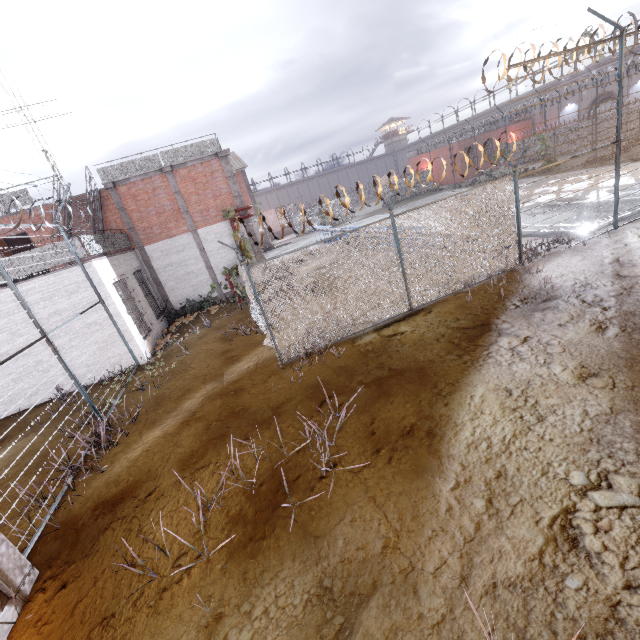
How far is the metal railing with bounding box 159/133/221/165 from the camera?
15.98m

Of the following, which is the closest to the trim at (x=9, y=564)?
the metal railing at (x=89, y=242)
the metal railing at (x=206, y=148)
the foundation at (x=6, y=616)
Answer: the foundation at (x=6, y=616)

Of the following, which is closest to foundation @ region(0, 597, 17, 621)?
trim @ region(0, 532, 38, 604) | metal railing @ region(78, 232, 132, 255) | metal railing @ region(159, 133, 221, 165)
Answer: trim @ region(0, 532, 38, 604)

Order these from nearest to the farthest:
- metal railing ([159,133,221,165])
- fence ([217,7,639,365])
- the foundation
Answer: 1. the foundation
2. fence ([217,7,639,365])
3. metal railing ([159,133,221,165])

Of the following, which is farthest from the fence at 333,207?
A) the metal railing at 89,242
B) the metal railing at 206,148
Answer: the metal railing at 206,148

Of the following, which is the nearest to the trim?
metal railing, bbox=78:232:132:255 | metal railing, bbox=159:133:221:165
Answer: metal railing, bbox=78:232:132:255

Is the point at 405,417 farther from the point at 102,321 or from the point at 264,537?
the point at 102,321

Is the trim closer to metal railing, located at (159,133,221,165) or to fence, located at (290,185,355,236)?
fence, located at (290,185,355,236)
